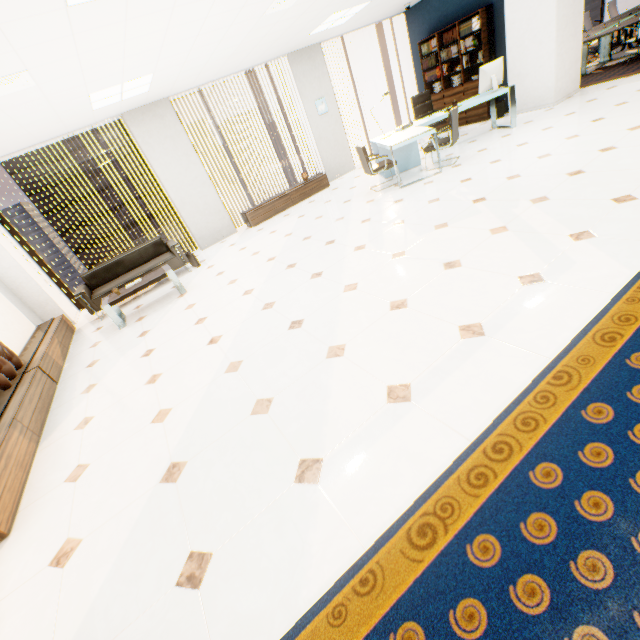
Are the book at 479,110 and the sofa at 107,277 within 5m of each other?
no

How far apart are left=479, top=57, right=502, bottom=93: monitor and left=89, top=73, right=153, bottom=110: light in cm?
585

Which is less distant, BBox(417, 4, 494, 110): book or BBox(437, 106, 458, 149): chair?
BBox(437, 106, 458, 149): chair

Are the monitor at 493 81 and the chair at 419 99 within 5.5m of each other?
yes

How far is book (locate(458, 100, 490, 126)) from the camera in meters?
8.0

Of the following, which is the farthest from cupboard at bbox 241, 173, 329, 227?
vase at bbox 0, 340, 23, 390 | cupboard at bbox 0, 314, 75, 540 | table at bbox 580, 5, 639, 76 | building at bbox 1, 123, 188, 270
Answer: building at bbox 1, 123, 188, 270

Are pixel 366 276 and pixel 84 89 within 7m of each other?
yes

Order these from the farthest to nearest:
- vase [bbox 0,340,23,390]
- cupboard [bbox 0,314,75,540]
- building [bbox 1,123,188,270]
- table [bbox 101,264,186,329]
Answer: building [bbox 1,123,188,270]
table [bbox 101,264,186,329]
vase [bbox 0,340,23,390]
cupboard [bbox 0,314,75,540]
